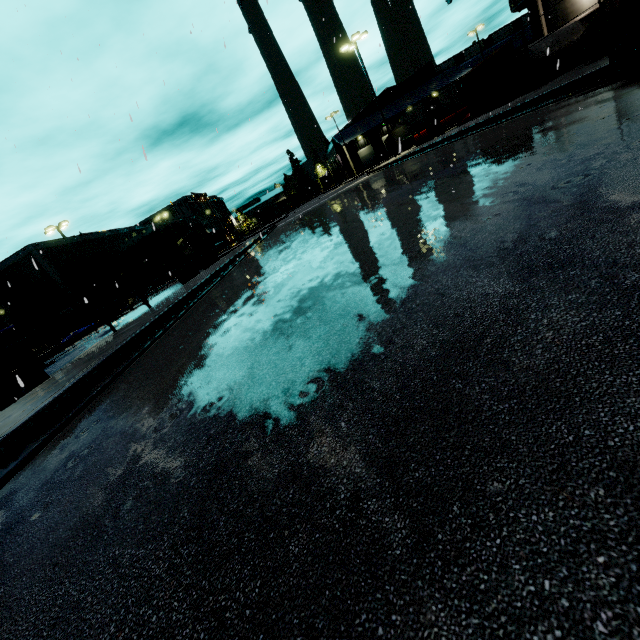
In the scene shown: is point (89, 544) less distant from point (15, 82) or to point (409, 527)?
point (409, 527)

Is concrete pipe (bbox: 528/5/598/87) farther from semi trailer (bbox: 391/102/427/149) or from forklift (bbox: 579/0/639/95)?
semi trailer (bbox: 391/102/427/149)

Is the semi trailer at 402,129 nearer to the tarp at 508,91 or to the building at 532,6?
the building at 532,6

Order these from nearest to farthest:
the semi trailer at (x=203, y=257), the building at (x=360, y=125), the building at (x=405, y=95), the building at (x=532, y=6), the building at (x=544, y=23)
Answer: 1. the semi trailer at (x=203, y=257)
2. the building at (x=544, y=23)
3. the building at (x=532, y=6)
4. the building at (x=405, y=95)
5. the building at (x=360, y=125)

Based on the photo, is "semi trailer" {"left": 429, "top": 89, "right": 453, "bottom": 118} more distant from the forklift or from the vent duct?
the forklift

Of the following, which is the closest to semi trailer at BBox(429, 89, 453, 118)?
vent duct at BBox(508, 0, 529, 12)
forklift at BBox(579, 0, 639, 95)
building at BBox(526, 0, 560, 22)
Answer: building at BBox(526, 0, 560, 22)

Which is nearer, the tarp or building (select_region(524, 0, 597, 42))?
the tarp

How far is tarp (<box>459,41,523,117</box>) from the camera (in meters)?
13.45
